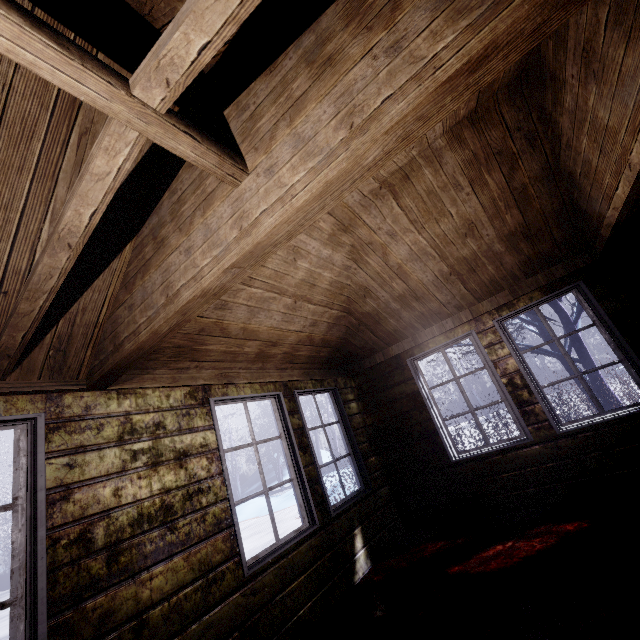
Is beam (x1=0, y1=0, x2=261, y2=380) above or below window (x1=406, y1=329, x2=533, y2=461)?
above

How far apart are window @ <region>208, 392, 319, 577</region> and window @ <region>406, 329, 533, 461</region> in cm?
174

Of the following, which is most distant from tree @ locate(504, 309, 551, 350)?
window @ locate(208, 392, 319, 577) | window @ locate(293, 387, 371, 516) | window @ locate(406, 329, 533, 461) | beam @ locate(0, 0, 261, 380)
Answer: beam @ locate(0, 0, 261, 380)

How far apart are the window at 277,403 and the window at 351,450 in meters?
0.2 m

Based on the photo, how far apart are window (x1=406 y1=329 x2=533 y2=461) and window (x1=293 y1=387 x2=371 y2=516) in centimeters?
100cm

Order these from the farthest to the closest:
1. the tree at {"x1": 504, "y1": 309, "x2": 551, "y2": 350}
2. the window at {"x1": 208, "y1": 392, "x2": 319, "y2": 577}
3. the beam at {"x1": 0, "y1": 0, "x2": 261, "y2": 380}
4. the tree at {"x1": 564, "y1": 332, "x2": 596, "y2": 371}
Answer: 1. the tree at {"x1": 504, "y1": 309, "x2": 551, "y2": 350}
2. the tree at {"x1": 564, "y1": 332, "x2": 596, "y2": 371}
3. the window at {"x1": 208, "y1": 392, "x2": 319, "y2": 577}
4. the beam at {"x1": 0, "y1": 0, "x2": 261, "y2": 380}

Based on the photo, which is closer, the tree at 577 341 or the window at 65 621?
the window at 65 621

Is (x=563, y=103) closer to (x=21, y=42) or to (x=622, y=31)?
(x=622, y=31)
